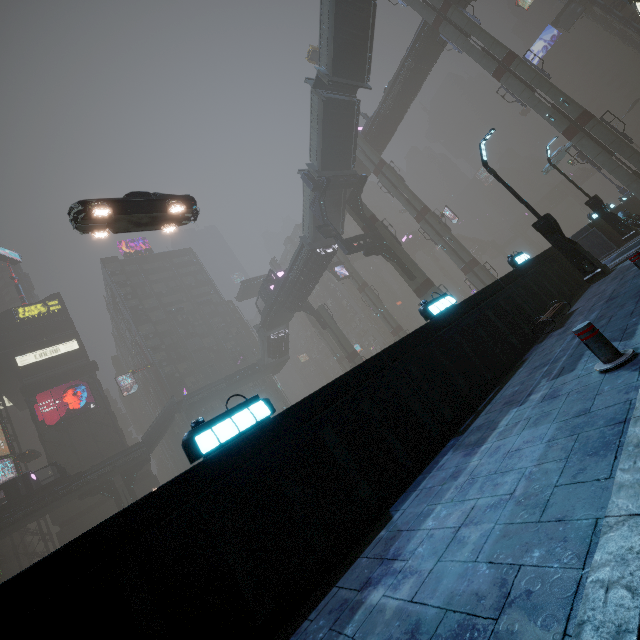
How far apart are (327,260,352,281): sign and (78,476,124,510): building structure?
39.7 meters

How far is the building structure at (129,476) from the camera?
39.2 meters

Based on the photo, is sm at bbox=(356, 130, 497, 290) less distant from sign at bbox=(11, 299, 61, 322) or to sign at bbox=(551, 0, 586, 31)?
sign at bbox=(11, 299, 61, 322)

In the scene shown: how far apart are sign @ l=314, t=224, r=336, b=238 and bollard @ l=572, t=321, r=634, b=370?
26.1 meters

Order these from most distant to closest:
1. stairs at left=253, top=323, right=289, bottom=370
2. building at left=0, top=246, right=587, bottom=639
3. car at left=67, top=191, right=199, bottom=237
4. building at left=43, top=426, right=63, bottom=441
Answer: stairs at left=253, top=323, right=289, bottom=370 → building at left=43, top=426, right=63, bottom=441 → car at left=67, top=191, right=199, bottom=237 → building at left=0, top=246, right=587, bottom=639

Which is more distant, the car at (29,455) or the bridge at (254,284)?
the bridge at (254,284)

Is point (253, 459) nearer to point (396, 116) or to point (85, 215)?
point (85, 215)

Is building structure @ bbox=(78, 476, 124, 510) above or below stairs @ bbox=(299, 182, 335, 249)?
below
